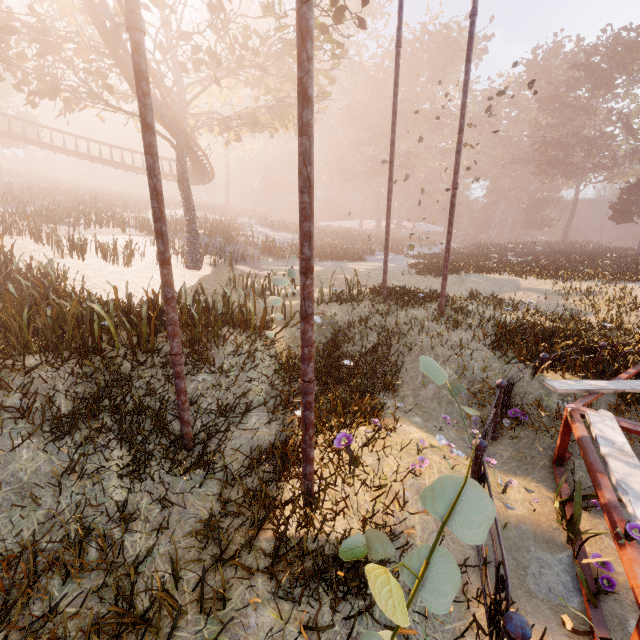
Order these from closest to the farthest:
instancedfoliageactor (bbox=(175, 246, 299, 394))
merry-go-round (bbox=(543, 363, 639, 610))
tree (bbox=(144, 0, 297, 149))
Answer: merry-go-round (bbox=(543, 363, 639, 610))
instancedfoliageactor (bbox=(175, 246, 299, 394))
tree (bbox=(144, 0, 297, 149))

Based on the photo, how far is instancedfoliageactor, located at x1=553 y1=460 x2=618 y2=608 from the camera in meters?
3.1

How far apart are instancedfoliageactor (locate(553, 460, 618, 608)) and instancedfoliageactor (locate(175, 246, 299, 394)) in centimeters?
693cm

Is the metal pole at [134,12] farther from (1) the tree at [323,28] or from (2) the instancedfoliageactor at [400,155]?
(2) the instancedfoliageactor at [400,155]

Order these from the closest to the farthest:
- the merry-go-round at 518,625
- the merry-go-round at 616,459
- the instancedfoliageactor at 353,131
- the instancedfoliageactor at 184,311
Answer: the merry-go-round at 518,625 < the merry-go-round at 616,459 < the instancedfoliageactor at 184,311 < the instancedfoliageactor at 353,131

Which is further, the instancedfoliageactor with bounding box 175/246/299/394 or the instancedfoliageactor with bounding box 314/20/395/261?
the instancedfoliageactor with bounding box 314/20/395/261

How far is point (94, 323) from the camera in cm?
608

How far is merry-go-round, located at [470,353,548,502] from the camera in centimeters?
362cm
